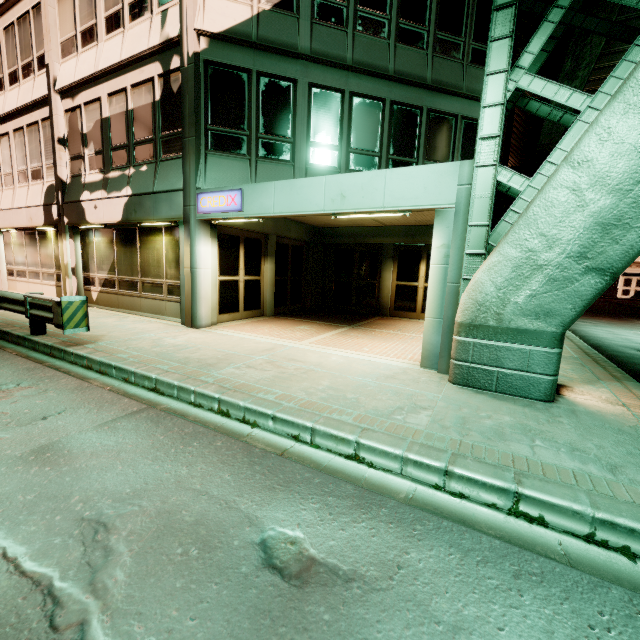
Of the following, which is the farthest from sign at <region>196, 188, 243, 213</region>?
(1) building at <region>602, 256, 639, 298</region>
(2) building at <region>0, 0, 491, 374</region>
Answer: (1) building at <region>602, 256, 639, 298</region>

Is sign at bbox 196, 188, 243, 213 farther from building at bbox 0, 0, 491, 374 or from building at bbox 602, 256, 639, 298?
building at bbox 602, 256, 639, 298

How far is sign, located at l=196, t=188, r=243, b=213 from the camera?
7.8m

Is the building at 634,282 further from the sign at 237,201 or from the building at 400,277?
the sign at 237,201

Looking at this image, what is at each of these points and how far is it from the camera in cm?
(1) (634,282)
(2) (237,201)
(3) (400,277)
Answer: (1) building, 4116
(2) sign, 782
(3) building, 1315

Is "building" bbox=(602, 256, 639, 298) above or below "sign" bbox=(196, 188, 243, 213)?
below

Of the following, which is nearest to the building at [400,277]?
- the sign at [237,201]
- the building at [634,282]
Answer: the sign at [237,201]
